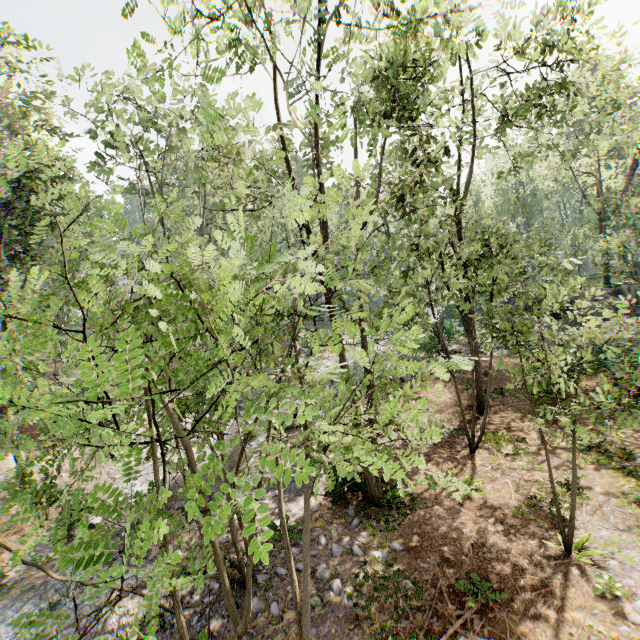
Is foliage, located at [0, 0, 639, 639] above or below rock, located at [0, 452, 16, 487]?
above

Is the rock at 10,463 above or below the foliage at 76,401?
below

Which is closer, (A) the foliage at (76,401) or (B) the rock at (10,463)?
(A) the foliage at (76,401)

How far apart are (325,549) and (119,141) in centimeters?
2699cm

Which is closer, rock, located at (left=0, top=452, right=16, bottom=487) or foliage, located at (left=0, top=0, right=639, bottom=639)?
foliage, located at (left=0, top=0, right=639, bottom=639)
